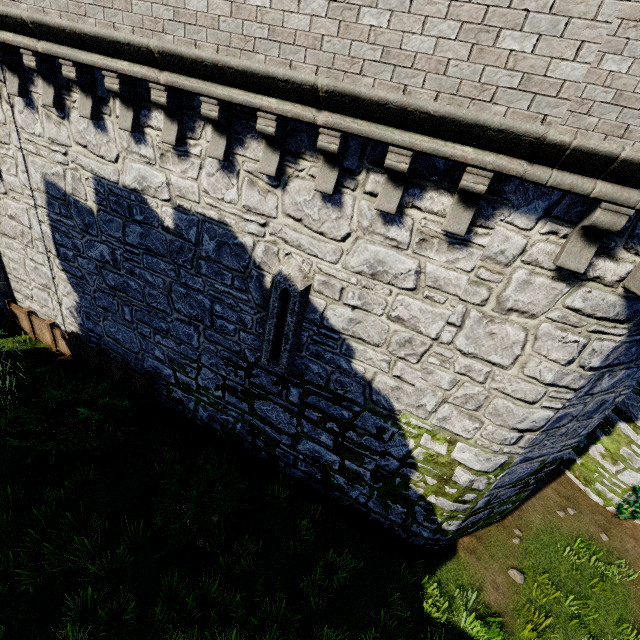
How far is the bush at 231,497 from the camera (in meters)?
6.62

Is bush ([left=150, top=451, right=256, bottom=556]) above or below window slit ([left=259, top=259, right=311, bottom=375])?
below

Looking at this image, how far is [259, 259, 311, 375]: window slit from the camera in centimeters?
585cm

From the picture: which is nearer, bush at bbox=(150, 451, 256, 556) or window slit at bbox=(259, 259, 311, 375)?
window slit at bbox=(259, 259, 311, 375)

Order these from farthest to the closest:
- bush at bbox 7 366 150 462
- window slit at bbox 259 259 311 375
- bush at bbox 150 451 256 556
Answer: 1. bush at bbox 7 366 150 462
2. bush at bbox 150 451 256 556
3. window slit at bbox 259 259 311 375

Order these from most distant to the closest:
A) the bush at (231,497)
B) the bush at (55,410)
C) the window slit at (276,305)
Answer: the bush at (55,410), the bush at (231,497), the window slit at (276,305)

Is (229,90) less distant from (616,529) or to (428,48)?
→ (428,48)
